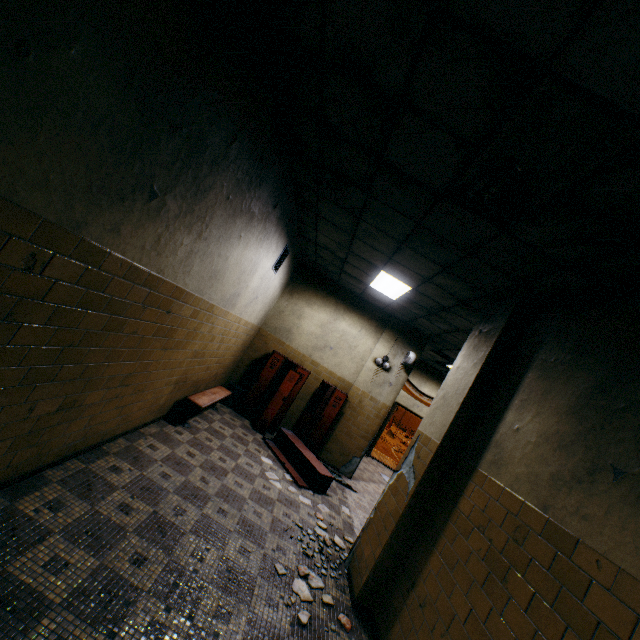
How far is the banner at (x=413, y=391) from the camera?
11.7 meters

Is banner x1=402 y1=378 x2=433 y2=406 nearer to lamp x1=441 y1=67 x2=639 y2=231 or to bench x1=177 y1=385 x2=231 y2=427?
bench x1=177 y1=385 x2=231 y2=427

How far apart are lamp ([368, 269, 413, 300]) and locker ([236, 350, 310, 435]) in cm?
242

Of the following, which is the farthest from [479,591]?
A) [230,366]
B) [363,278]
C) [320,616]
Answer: [230,366]

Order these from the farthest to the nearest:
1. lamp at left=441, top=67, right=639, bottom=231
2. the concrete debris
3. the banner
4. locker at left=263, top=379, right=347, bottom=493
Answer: the banner → locker at left=263, top=379, right=347, bottom=493 → the concrete debris → lamp at left=441, top=67, right=639, bottom=231

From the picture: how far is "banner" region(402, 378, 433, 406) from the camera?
11.7 meters

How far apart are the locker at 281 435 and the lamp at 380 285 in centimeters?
242cm

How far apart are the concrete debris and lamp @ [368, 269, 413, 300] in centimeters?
430cm
